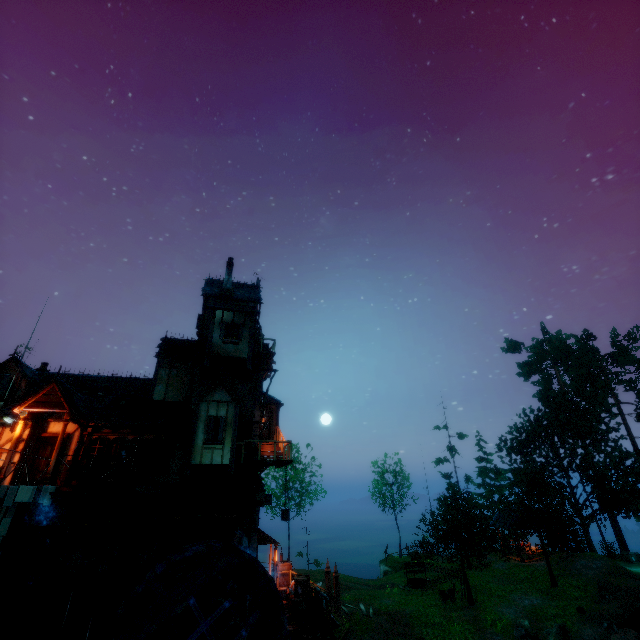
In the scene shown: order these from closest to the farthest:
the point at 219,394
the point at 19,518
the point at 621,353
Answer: the point at 19,518 < the point at 219,394 < the point at 621,353

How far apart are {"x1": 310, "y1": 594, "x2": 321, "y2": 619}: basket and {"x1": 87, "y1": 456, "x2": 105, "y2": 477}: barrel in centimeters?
1186cm

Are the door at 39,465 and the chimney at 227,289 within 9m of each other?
no

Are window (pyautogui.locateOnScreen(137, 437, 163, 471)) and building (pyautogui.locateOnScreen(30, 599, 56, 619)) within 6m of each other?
yes

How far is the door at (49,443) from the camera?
14.7 meters

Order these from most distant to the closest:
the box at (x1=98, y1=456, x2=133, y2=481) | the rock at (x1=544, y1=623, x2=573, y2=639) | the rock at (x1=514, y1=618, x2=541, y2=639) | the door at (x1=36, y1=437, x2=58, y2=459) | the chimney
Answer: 1. the chimney
2. the rock at (x1=514, y1=618, x2=541, y2=639)
3. the rock at (x1=544, y1=623, x2=573, y2=639)
4. the door at (x1=36, y1=437, x2=58, y2=459)
5. the box at (x1=98, y1=456, x2=133, y2=481)

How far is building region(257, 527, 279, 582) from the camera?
19.8 meters

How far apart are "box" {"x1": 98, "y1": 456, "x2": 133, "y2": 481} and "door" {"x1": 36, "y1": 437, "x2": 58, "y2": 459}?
2.2 meters
